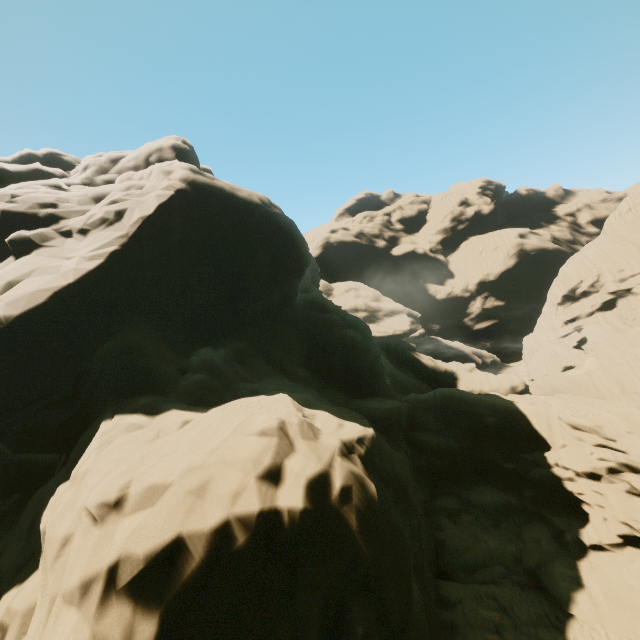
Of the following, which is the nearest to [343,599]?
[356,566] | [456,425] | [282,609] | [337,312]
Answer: [356,566]
